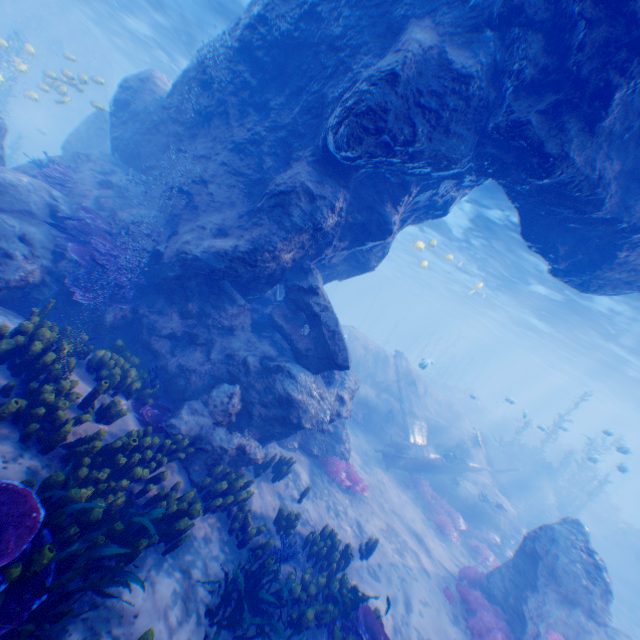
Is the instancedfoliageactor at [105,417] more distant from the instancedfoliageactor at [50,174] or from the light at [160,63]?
the light at [160,63]

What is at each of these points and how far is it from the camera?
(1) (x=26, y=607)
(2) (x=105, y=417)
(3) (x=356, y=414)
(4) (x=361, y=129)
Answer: (1) instancedfoliageactor, 3.07m
(2) instancedfoliageactor, 5.80m
(3) instancedfoliageactor, 17.73m
(4) rock, 6.67m

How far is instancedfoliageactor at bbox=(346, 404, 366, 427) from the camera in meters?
17.5 m

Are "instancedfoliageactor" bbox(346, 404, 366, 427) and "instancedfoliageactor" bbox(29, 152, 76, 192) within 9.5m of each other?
no

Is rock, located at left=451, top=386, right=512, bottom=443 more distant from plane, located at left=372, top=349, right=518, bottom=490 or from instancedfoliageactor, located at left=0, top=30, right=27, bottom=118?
instancedfoliageactor, located at left=0, top=30, right=27, bottom=118

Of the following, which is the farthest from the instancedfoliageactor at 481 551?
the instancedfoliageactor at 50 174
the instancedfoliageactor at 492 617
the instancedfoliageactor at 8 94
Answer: the instancedfoliageactor at 8 94

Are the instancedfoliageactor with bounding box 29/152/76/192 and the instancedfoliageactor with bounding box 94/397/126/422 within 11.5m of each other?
yes

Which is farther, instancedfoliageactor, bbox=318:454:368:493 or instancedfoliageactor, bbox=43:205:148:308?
instancedfoliageactor, bbox=318:454:368:493
